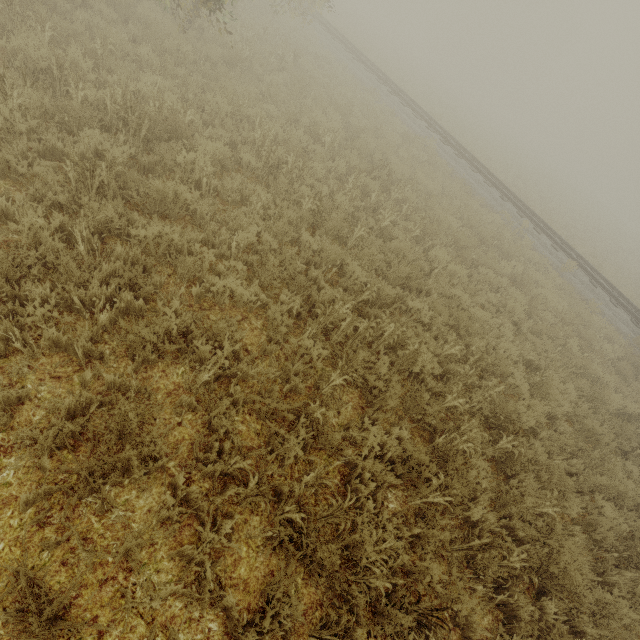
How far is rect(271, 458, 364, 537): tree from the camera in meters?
2.9

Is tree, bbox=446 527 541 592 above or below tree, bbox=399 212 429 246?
below

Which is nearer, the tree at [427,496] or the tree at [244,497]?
the tree at [244,497]

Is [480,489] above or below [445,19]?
below

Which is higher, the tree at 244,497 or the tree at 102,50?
the tree at 102,50

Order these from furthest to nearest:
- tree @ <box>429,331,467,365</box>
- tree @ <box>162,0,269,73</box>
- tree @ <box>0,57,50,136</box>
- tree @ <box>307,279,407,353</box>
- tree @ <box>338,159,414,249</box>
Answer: tree @ <box>162,0,269,73</box> → tree @ <box>338,159,414,249</box> → tree @ <box>429,331,467,365</box> → tree @ <box>307,279,407,353</box> → tree @ <box>0,57,50,136</box>
